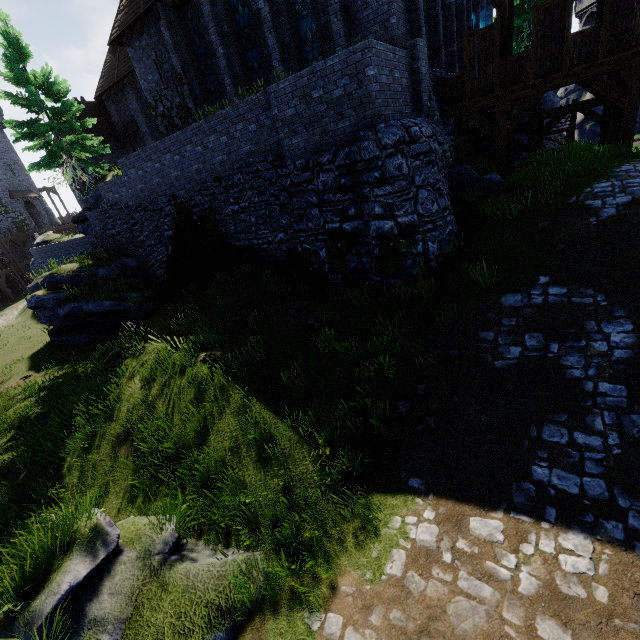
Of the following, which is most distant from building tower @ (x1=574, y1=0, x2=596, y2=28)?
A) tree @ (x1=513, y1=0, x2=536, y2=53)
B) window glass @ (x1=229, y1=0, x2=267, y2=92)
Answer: window glass @ (x1=229, y1=0, x2=267, y2=92)

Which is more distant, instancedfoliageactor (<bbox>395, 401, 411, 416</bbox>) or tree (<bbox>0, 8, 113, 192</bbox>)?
tree (<bbox>0, 8, 113, 192</bbox>)

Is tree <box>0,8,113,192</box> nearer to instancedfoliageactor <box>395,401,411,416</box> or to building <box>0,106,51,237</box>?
instancedfoliageactor <box>395,401,411,416</box>

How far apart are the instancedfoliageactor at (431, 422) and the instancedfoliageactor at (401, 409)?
0.4 meters

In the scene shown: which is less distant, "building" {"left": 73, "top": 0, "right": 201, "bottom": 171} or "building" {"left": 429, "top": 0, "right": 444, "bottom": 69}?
"building" {"left": 429, "top": 0, "right": 444, "bottom": 69}

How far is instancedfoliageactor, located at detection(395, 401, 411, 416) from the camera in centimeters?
639cm

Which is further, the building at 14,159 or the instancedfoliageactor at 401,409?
the building at 14,159

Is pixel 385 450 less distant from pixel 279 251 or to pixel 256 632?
pixel 256 632
